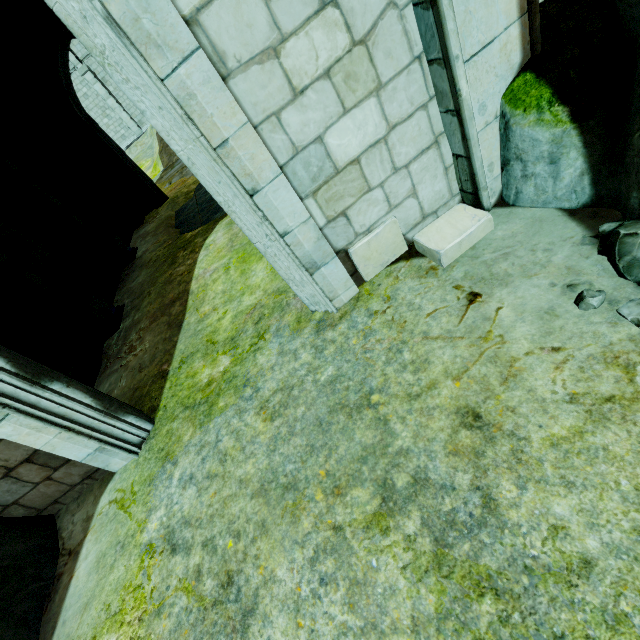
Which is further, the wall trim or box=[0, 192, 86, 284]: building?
box=[0, 192, 86, 284]: building

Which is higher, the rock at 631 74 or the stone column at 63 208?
the stone column at 63 208

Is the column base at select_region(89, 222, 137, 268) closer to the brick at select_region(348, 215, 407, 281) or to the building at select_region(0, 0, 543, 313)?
the building at select_region(0, 0, 543, 313)

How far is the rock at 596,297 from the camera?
2.09m

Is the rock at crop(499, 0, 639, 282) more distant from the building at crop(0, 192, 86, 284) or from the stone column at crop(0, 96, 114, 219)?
the stone column at crop(0, 96, 114, 219)

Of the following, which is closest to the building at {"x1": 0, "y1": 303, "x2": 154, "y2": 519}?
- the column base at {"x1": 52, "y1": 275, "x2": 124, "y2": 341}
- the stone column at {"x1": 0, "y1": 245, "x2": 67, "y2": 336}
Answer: the stone column at {"x1": 0, "y1": 245, "x2": 67, "y2": 336}

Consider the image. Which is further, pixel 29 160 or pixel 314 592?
pixel 29 160

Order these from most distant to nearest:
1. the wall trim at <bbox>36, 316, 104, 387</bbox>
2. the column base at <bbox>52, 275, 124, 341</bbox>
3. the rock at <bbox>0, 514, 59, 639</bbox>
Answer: the column base at <bbox>52, 275, 124, 341</bbox>
the wall trim at <bbox>36, 316, 104, 387</bbox>
the rock at <bbox>0, 514, 59, 639</bbox>
